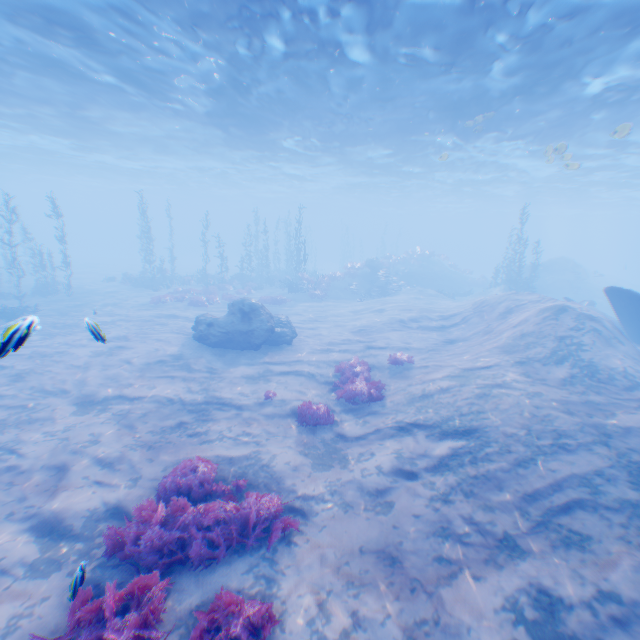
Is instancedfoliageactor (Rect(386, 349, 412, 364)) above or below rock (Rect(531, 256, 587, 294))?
below

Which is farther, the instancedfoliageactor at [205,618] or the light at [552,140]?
the light at [552,140]

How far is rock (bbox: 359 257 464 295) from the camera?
32.8m

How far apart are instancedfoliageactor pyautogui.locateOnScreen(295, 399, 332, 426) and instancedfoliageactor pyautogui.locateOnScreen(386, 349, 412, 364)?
4.14m

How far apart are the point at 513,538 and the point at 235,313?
14.0 meters

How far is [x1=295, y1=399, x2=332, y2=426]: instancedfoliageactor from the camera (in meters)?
9.62

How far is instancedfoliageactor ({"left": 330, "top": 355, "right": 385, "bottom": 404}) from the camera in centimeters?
1087cm

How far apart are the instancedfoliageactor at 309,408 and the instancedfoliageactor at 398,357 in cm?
414
